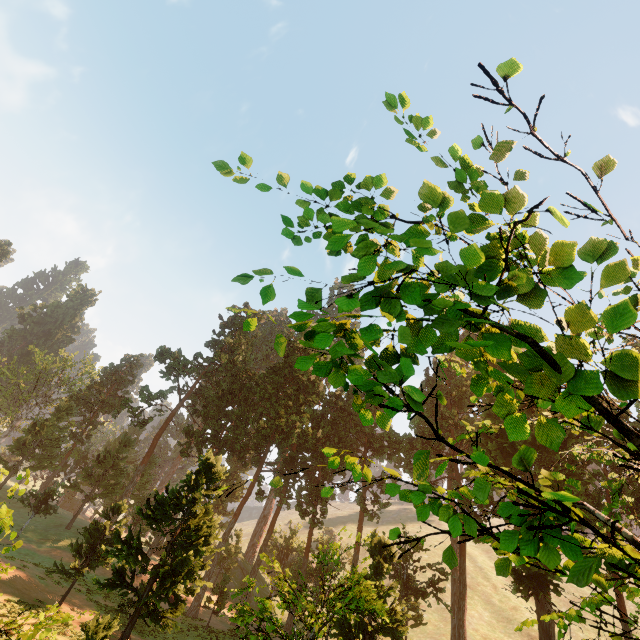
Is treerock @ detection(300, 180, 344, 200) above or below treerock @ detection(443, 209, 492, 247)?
above

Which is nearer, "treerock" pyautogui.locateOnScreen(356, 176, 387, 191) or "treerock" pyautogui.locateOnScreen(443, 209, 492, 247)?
"treerock" pyautogui.locateOnScreen(443, 209, 492, 247)

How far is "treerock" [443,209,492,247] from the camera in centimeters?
254cm

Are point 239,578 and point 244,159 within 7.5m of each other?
no

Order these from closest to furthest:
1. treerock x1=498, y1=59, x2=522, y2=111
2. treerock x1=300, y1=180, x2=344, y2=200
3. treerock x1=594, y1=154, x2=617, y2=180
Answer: treerock x1=498, y1=59, x2=522, y2=111 → treerock x1=594, y1=154, x2=617, y2=180 → treerock x1=300, y1=180, x2=344, y2=200

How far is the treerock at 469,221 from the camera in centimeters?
254cm
